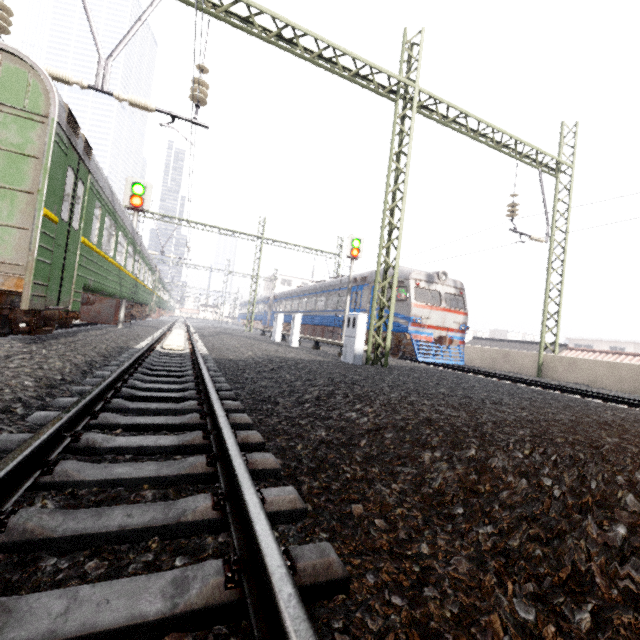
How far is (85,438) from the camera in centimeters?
222cm

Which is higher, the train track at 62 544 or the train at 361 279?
the train at 361 279

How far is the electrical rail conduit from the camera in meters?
8.5

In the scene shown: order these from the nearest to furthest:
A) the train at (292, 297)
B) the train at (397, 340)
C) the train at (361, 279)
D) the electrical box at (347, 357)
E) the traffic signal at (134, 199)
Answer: the electrical box at (347, 357), the traffic signal at (134, 199), the train at (397, 340), the train at (361, 279), the train at (292, 297)

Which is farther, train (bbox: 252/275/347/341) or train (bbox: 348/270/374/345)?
train (bbox: 252/275/347/341)

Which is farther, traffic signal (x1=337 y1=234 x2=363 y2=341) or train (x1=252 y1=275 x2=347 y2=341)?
train (x1=252 y1=275 x2=347 y2=341)

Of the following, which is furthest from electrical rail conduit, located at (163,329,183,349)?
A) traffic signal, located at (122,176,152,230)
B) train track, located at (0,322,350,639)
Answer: traffic signal, located at (122,176,152,230)

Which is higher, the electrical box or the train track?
the electrical box
